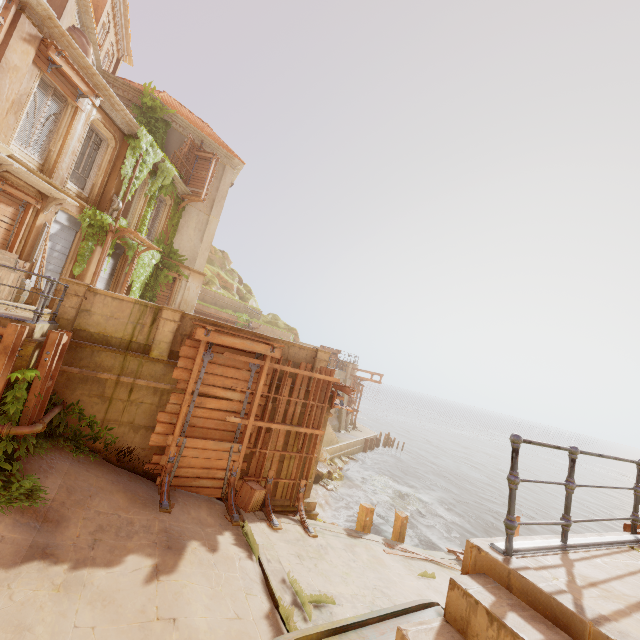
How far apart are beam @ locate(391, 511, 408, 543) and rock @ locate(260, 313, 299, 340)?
27.0m

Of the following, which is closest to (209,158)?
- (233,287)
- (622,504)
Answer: (233,287)

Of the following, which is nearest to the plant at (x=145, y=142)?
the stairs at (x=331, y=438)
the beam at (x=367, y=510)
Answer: the stairs at (x=331, y=438)

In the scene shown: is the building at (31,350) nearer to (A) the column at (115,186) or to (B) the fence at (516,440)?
(A) the column at (115,186)

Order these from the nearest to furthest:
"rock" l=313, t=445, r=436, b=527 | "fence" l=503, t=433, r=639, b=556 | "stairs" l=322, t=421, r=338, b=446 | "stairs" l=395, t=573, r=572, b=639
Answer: "stairs" l=395, t=573, r=572, b=639, "fence" l=503, t=433, r=639, b=556, "rock" l=313, t=445, r=436, b=527, "stairs" l=322, t=421, r=338, b=446

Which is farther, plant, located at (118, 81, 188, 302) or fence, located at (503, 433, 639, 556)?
plant, located at (118, 81, 188, 302)

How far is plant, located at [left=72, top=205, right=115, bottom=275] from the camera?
13.5 meters

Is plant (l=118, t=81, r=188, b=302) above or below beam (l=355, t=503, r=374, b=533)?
above
